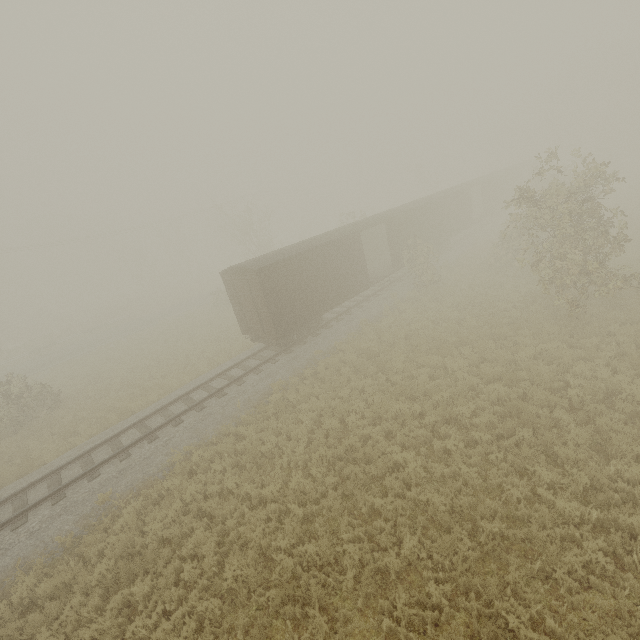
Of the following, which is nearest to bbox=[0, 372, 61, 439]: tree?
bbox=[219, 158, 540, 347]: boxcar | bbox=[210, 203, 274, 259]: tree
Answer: bbox=[219, 158, 540, 347]: boxcar

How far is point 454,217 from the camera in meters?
28.6

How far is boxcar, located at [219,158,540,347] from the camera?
15.63m

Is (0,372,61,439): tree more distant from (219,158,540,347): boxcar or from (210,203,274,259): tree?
(210,203,274,259): tree

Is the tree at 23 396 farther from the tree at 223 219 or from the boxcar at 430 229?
the tree at 223 219

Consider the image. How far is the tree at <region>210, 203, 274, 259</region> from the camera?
34.16m
